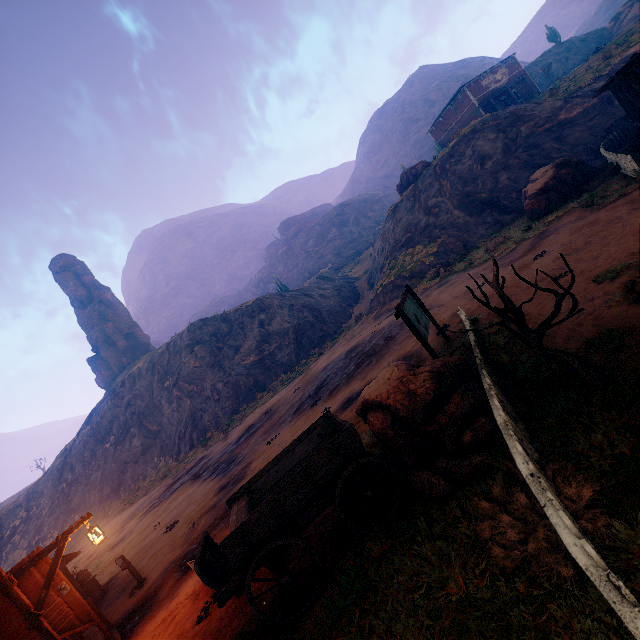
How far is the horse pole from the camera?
10.2 meters

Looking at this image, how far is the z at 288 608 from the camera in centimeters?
505cm

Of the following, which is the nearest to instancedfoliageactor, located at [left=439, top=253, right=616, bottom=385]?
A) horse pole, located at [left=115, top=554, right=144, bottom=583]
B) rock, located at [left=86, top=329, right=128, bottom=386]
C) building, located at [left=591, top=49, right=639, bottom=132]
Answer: building, located at [left=591, top=49, right=639, bottom=132]

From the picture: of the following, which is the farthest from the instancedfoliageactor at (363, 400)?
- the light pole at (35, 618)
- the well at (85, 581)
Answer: the well at (85, 581)

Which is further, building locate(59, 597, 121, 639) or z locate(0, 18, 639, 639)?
building locate(59, 597, 121, 639)

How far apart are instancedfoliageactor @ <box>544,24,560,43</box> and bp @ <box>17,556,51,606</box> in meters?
86.2

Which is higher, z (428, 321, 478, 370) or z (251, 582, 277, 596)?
z (428, 321, 478, 370)

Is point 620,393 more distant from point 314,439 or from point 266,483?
point 266,483
